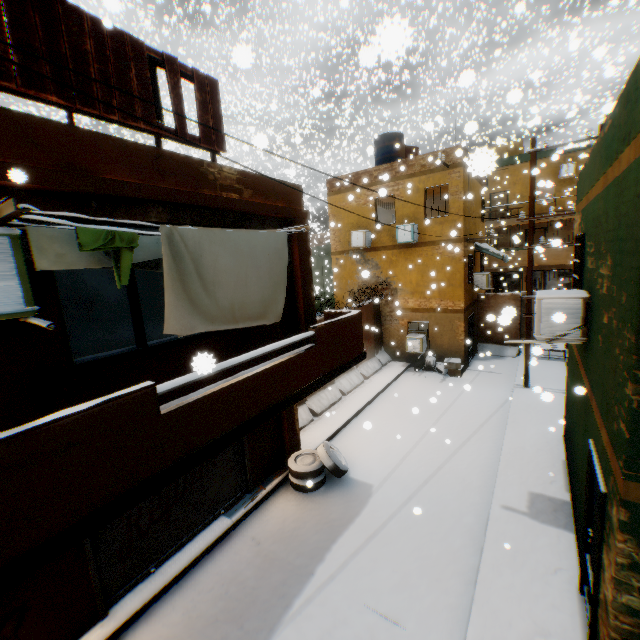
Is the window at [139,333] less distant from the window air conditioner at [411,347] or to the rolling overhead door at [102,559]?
the rolling overhead door at [102,559]

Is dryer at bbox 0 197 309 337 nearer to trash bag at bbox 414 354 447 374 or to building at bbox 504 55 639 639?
building at bbox 504 55 639 639

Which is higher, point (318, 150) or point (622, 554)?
point (318, 150)

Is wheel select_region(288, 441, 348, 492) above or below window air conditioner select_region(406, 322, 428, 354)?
below

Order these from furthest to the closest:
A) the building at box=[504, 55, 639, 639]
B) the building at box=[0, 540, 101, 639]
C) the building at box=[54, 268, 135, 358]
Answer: the building at box=[54, 268, 135, 358]
the building at box=[0, 540, 101, 639]
the building at box=[504, 55, 639, 639]

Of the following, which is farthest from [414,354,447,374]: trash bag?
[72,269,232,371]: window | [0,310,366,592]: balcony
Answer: [72,269,232,371]: window

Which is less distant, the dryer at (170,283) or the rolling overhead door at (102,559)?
the dryer at (170,283)

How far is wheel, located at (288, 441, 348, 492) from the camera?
8.07m
